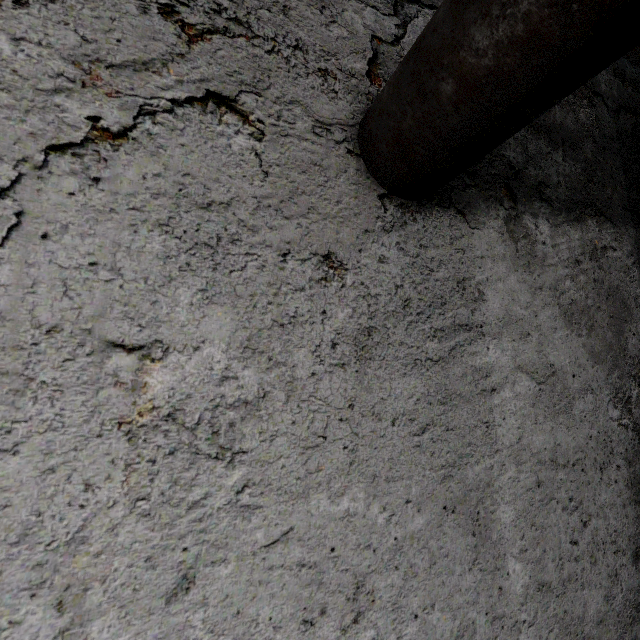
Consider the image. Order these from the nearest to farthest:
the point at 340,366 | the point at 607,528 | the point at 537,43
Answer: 1. the point at 537,43
2. the point at 340,366
3. the point at 607,528
